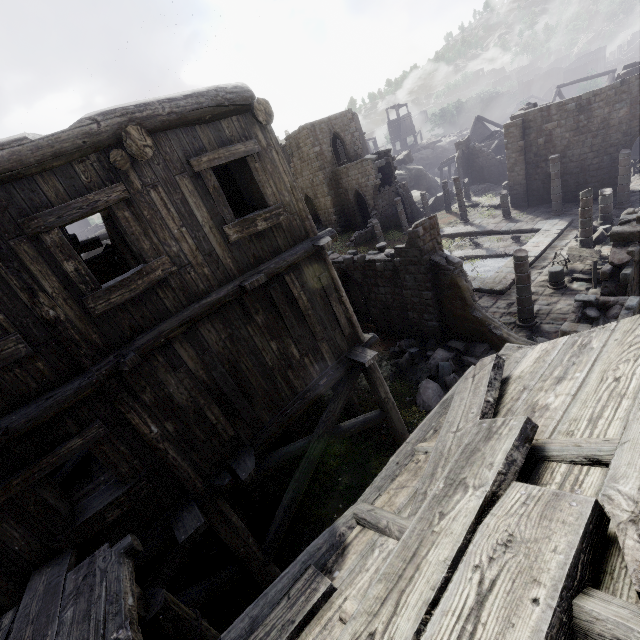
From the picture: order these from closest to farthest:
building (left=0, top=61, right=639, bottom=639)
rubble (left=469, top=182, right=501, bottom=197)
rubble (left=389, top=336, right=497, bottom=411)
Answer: building (left=0, top=61, right=639, bottom=639) → rubble (left=389, top=336, right=497, bottom=411) → rubble (left=469, top=182, right=501, bottom=197)

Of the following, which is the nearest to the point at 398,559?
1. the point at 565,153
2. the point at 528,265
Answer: the point at 528,265

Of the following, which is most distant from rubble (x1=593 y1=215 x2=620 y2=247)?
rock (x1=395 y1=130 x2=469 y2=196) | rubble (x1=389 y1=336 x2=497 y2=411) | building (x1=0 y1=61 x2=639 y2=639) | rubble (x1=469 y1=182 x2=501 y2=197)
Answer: rock (x1=395 y1=130 x2=469 y2=196)

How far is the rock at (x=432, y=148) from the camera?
42.2 meters

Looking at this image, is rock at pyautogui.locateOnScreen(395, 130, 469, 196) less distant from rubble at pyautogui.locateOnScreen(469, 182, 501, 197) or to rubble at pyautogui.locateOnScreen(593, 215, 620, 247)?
rubble at pyautogui.locateOnScreen(469, 182, 501, 197)

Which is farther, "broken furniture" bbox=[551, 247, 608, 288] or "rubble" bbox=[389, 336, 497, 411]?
"broken furniture" bbox=[551, 247, 608, 288]

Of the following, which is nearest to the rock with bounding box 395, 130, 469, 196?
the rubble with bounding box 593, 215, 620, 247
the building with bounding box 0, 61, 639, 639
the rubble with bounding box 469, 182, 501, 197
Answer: the building with bounding box 0, 61, 639, 639

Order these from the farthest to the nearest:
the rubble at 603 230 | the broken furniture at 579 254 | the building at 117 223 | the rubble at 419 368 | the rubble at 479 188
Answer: the rubble at 479 188, the rubble at 603 230, the broken furniture at 579 254, the rubble at 419 368, the building at 117 223
